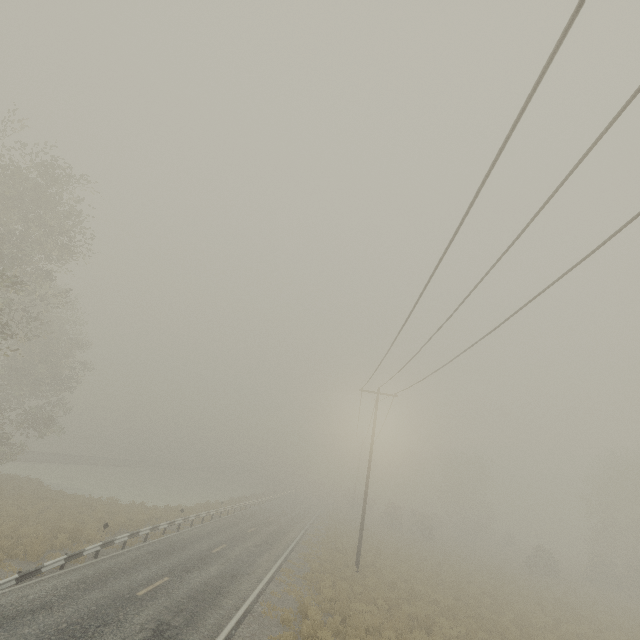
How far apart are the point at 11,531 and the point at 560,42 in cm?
2581
